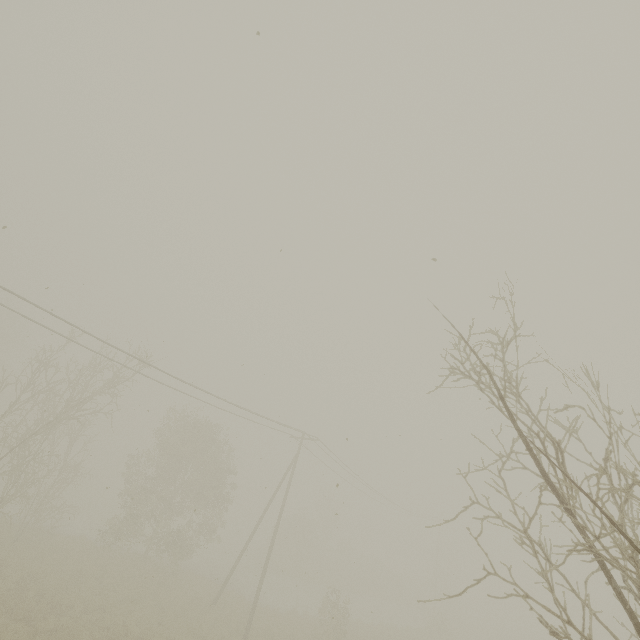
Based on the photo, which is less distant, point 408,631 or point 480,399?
point 480,399
